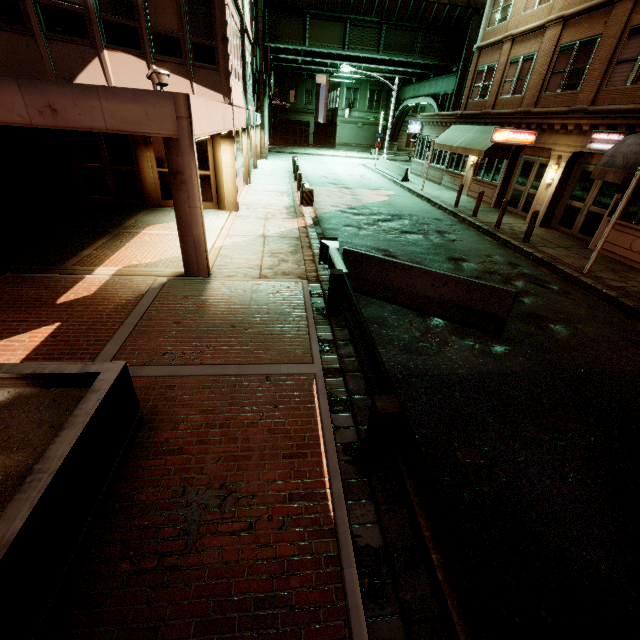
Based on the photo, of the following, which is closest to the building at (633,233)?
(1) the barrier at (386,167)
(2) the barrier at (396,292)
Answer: (1) the barrier at (386,167)

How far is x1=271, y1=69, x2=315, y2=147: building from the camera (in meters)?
46.06

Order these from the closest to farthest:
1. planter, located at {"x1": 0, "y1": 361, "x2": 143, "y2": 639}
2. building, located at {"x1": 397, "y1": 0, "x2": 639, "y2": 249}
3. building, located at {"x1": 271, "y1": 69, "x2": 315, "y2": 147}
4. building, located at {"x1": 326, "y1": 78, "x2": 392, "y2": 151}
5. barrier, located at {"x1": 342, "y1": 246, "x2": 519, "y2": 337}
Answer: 1. planter, located at {"x1": 0, "y1": 361, "x2": 143, "y2": 639}
2. barrier, located at {"x1": 342, "y1": 246, "x2": 519, "y2": 337}
3. building, located at {"x1": 397, "y1": 0, "x2": 639, "y2": 249}
4. building, located at {"x1": 271, "y1": 69, "x2": 315, "y2": 147}
5. building, located at {"x1": 326, "y1": 78, "x2": 392, "y2": 151}

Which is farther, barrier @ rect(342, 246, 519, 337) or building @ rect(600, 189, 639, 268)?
building @ rect(600, 189, 639, 268)

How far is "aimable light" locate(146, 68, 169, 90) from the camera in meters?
6.3

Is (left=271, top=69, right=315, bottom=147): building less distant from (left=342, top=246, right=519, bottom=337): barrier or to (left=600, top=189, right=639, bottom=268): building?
(left=600, top=189, right=639, bottom=268): building

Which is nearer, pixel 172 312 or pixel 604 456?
pixel 604 456

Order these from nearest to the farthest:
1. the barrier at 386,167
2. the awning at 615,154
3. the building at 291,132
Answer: the awning at 615,154, the barrier at 386,167, the building at 291,132
